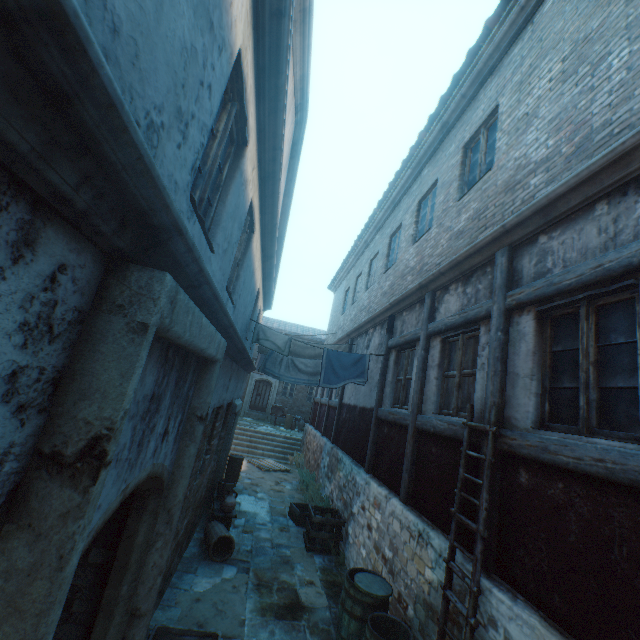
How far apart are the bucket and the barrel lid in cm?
444

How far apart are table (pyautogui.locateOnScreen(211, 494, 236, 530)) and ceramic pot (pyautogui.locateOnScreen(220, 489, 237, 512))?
0.1m

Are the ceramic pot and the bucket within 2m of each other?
yes

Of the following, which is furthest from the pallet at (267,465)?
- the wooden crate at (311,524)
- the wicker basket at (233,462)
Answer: the wooden crate at (311,524)

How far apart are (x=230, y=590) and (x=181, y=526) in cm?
151

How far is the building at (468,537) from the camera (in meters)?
3.71

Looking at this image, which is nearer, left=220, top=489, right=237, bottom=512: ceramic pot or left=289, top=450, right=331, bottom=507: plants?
left=220, top=489, right=237, bottom=512: ceramic pot

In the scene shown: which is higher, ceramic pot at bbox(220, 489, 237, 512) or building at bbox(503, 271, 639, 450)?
building at bbox(503, 271, 639, 450)
